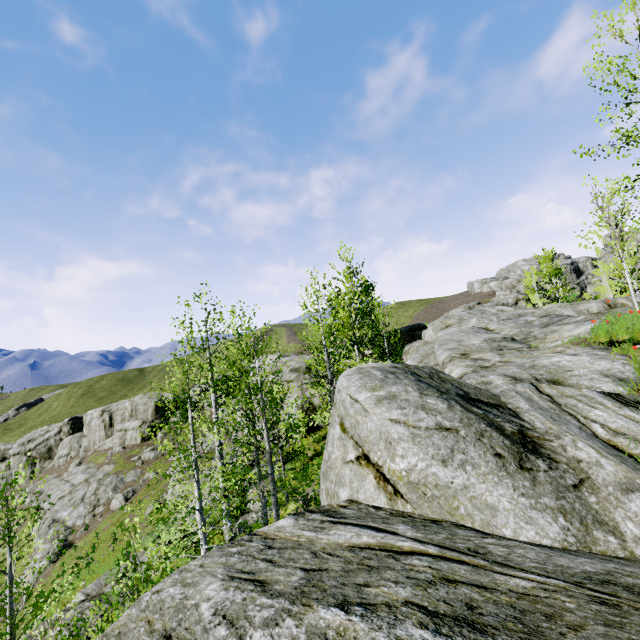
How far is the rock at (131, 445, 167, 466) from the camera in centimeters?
4115cm

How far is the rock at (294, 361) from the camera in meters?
23.3

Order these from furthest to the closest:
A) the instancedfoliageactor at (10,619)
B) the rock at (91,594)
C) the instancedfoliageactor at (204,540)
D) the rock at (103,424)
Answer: the rock at (103,424) < the rock at (91,594) < the instancedfoliageactor at (204,540) < the instancedfoliageactor at (10,619)

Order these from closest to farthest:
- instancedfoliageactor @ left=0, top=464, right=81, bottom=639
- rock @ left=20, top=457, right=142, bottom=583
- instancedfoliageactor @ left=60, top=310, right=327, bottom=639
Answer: instancedfoliageactor @ left=0, top=464, right=81, bottom=639, instancedfoliageactor @ left=60, top=310, right=327, bottom=639, rock @ left=20, top=457, right=142, bottom=583

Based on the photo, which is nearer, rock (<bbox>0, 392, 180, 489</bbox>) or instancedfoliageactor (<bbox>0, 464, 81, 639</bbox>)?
instancedfoliageactor (<bbox>0, 464, 81, 639</bbox>)

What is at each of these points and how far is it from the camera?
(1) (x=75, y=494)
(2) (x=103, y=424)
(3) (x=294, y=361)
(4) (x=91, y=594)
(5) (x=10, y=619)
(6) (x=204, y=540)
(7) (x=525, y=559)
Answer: (1) rock, 36.5 meters
(2) rock, 52.4 meters
(3) rock, 27.8 meters
(4) rock, 14.7 meters
(5) instancedfoliageactor, 6.3 meters
(6) instancedfoliageactor, 9.0 meters
(7) rock, 2.1 meters

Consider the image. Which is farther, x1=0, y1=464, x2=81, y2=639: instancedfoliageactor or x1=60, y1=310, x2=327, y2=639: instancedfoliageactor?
x1=60, y1=310, x2=327, y2=639: instancedfoliageactor

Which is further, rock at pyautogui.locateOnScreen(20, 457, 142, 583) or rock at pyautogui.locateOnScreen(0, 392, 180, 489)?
rock at pyautogui.locateOnScreen(0, 392, 180, 489)
